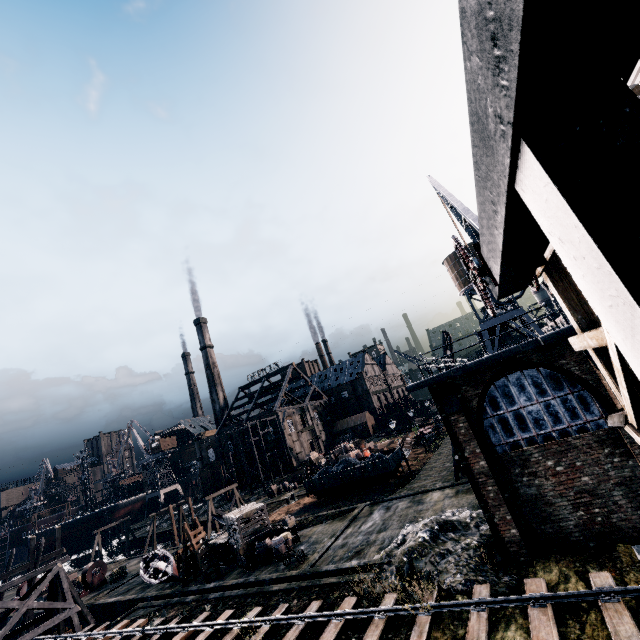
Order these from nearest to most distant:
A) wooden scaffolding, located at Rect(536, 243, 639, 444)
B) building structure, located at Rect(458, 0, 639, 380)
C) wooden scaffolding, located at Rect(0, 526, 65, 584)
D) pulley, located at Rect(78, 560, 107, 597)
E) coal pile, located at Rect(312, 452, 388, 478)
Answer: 1. building structure, located at Rect(458, 0, 639, 380)
2. wooden scaffolding, located at Rect(536, 243, 639, 444)
3. wooden scaffolding, located at Rect(0, 526, 65, 584)
4. pulley, located at Rect(78, 560, 107, 597)
5. coal pile, located at Rect(312, 452, 388, 478)

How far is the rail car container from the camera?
32.7 meters

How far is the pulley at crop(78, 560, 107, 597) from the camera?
32.4 meters

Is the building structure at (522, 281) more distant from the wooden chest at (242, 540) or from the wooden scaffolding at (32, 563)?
the wooden scaffolding at (32, 563)

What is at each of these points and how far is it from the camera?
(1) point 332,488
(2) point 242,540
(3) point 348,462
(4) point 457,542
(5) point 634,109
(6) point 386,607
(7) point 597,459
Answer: (1) rail car container, 34.97m
(2) wooden chest, 23.50m
(3) coal pile, 36.09m
(4) stone debris, 15.53m
(5) building structure, 1.89m
(6) railway, 12.90m
(7) building, 12.84m

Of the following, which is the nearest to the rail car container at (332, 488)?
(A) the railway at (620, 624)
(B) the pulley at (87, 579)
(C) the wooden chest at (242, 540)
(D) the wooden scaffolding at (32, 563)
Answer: (C) the wooden chest at (242, 540)

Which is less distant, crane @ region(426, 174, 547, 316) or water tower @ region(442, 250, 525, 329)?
crane @ region(426, 174, 547, 316)

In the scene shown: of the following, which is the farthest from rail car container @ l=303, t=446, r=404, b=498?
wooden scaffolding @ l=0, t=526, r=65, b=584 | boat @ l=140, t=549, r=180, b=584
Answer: wooden scaffolding @ l=0, t=526, r=65, b=584
